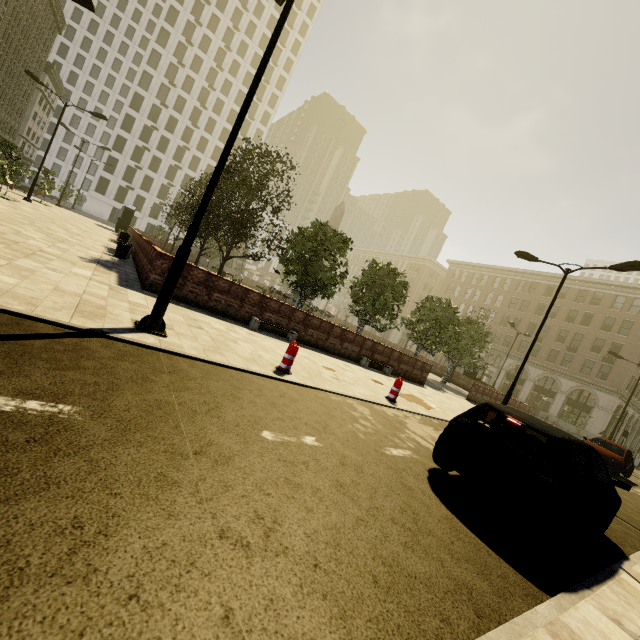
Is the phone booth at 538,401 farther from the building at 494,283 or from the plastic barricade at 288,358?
the plastic barricade at 288,358

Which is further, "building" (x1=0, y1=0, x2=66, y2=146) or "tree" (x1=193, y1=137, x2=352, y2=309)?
"building" (x1=0, y1=0, x2=66, y2=146)

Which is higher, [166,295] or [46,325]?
[166,295]

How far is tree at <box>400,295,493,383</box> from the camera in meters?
22.3

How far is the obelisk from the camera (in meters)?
31.73

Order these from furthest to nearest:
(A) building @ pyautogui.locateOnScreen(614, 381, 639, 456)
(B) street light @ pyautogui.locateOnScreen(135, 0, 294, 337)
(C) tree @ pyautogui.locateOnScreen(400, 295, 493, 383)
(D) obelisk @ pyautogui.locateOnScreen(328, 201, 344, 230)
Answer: (A) building @ pyautogui.locateOnScreen(614, 381, 639, 456) < (D) obelisk @ pyautogui.locateOnScreen(328, 201, 344, 230) < (C) tree @ pyautogui.locateOnScreen(400, 295, 493, 383) < (B) street light @ pyautogui.locateOnScreen(135, 0, 294, 337)

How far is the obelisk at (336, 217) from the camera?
31.73m

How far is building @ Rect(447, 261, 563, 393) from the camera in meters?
47.5 m
